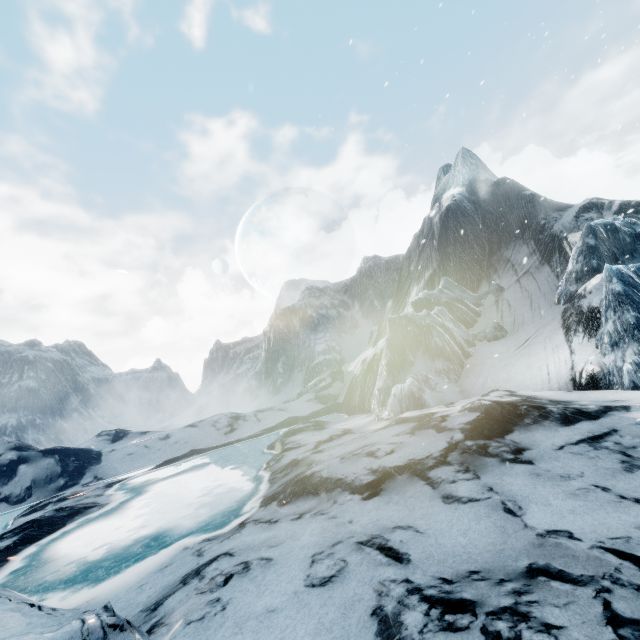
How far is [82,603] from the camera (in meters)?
7.97
